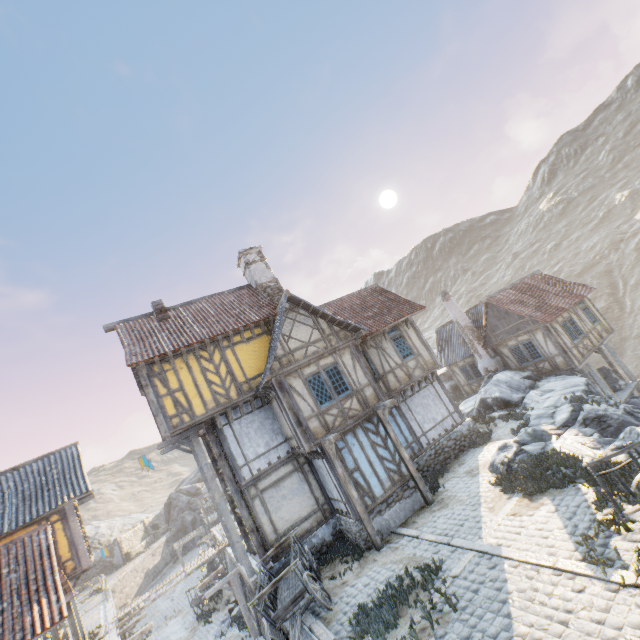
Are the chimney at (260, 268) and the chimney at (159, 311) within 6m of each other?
yes

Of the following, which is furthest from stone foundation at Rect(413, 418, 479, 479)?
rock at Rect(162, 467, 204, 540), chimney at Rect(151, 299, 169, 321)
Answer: rock at Rect(162, 467, 204, 540)

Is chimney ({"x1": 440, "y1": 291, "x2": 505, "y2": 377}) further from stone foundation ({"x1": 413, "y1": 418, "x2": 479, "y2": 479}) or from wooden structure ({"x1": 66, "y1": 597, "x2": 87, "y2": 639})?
wooden structure ({"x1": 66, "y1": 597, "x2": 87, "y2": 639})

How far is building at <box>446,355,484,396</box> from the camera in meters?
24.7 m

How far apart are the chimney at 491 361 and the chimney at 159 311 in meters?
18.4 m

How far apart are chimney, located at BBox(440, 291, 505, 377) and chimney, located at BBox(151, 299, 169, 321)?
18.4m

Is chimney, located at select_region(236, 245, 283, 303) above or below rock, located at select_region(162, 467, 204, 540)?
above

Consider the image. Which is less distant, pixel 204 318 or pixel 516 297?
pixel 204 318
